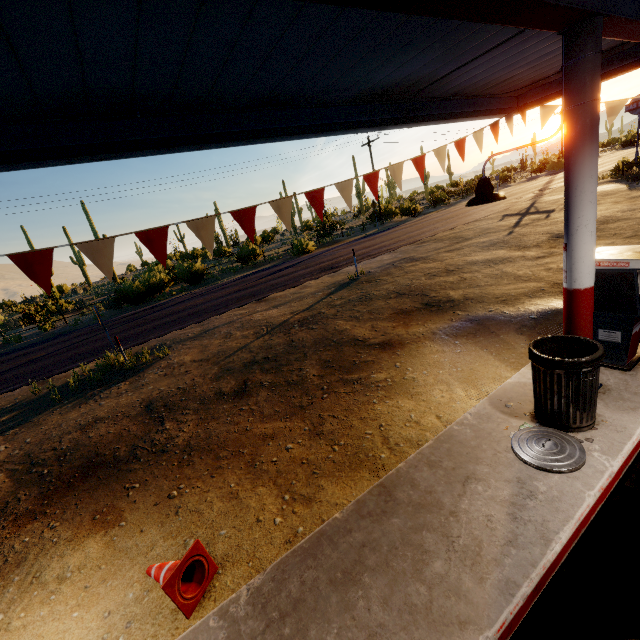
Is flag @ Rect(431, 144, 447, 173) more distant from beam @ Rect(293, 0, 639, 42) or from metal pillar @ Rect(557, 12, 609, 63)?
metal pillar @ Rect(557, 12, 609, 63)

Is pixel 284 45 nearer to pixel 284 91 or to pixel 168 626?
pixel 284 91

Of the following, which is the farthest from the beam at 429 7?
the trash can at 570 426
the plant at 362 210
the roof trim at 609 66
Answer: the plant at 362 210

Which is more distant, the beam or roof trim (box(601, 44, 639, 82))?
roof trim (box(601, 44, 639, 82))

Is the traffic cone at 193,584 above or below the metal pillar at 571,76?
below

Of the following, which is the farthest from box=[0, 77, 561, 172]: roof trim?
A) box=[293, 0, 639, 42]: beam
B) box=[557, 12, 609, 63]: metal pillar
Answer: box=[557, 12, 609, 63]: metal pillar

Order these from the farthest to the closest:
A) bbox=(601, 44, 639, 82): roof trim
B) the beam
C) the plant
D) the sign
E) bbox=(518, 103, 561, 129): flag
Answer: the plant → the sign → bbox=(518, 103, 561, 129): flag → bbox=(601, 44, 639, 82): roof trim → the beam

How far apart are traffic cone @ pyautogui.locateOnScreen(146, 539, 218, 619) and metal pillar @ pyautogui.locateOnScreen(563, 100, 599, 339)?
4.4m
